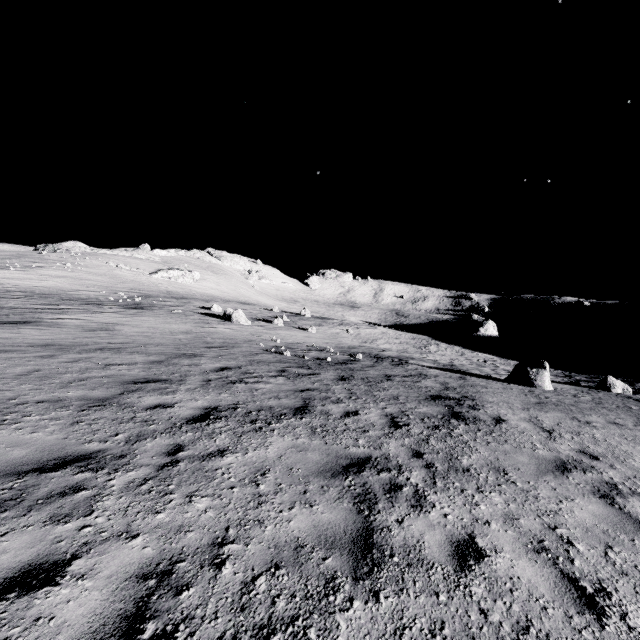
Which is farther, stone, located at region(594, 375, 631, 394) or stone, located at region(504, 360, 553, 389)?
stone, located at region(594, 375, 631, 394)

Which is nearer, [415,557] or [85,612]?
[85,612]

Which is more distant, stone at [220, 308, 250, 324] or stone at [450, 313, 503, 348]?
stone at [450, 313, 503, 348]

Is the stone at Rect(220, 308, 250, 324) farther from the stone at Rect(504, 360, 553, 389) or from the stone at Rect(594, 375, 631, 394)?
the stone at Rect(594, 375, 631, 394)

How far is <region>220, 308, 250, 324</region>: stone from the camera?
27.3 meters

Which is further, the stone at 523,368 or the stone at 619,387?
the stone at 619,387

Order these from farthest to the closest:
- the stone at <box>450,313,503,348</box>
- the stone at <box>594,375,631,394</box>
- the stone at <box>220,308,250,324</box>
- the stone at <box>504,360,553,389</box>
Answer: the stone at <box>450,313,503,348</box>
the stone at <box>220,308,250,324</box>
the stone at <box>594,375,631,394</box>
the stone at <box>504,360,553,389</box>

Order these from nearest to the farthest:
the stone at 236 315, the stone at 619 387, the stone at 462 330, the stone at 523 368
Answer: the stone at 523 368 < the stone at 619 387 < the stone at 236 315 < the stone at 462 330
